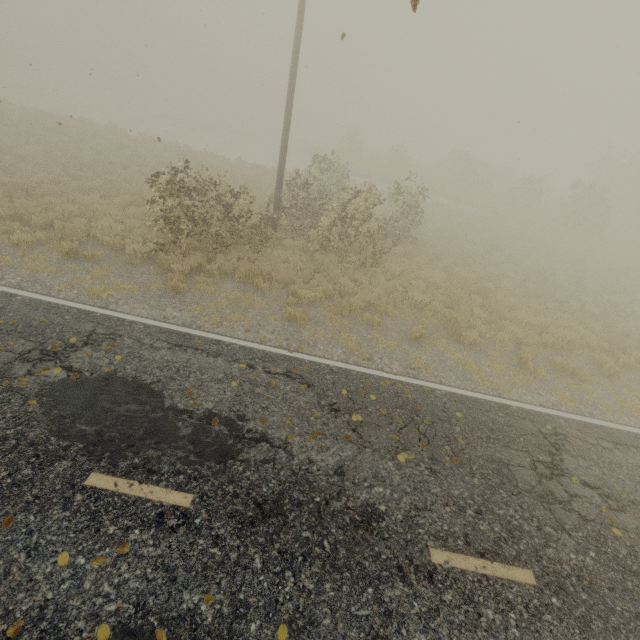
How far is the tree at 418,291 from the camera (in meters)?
10.85

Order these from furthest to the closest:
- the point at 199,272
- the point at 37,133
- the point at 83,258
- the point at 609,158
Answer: the point at 609,158 → the point at 37,133 → the point at 199,272 → the point at 83,258

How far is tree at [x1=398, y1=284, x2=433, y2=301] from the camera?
10.85m

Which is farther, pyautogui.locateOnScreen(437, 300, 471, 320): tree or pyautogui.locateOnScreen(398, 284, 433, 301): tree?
pyautogui.locateOnScreen(398, 284, 433, 301): tree

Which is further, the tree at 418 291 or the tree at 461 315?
the tree at 418 291

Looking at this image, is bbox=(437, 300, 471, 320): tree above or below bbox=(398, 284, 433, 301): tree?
above
